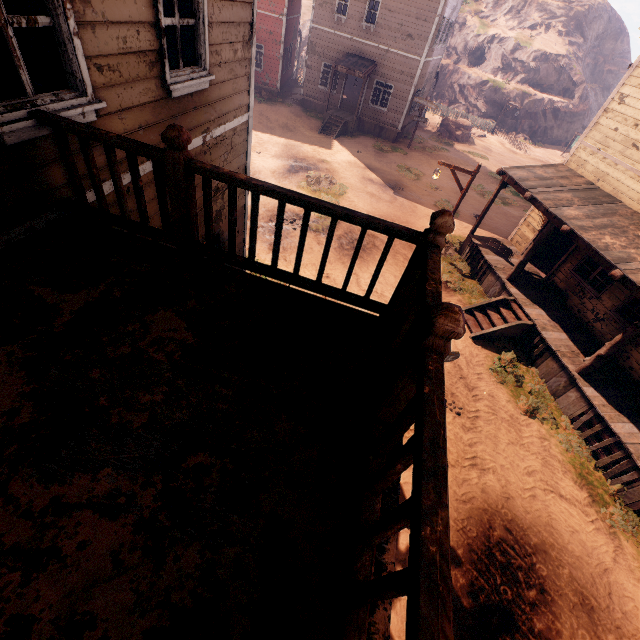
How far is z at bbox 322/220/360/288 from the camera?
11.2m

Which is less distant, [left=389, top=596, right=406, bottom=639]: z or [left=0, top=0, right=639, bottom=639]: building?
[left=0, top=0, right=639, bottom=639]: building

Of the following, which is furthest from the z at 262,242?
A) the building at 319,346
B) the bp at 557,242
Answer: the bp at 557,242

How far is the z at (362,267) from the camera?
11.18m

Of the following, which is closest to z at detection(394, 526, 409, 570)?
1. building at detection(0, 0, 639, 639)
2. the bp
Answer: building at detection(0, 0, 639, 639)

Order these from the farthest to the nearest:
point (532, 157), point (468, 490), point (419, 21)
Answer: point (532, 157) → point (419, 21) → point (468, 490)

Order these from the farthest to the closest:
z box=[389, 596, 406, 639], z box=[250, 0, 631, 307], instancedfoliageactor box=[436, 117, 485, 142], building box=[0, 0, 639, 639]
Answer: instancedfoliageactor box=[436, 117, 485, 142], z box=[250, 0, 631, 307], z box=[389, 596, 406, 639], building box=[0, 0, 639, 639]
